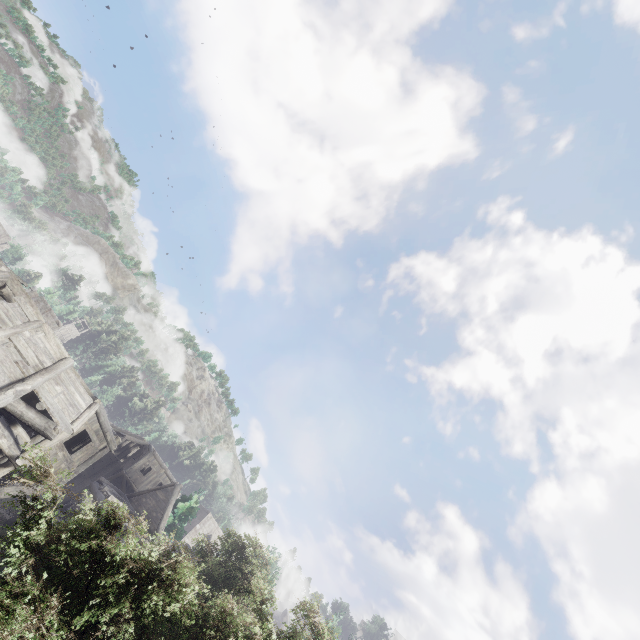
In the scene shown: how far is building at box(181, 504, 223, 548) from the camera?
47.4 meters

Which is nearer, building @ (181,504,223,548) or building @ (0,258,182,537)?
building @ (0,258,182,537)

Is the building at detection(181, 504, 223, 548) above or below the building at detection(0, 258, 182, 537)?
above

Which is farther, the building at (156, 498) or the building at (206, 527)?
the building at (206, 527)

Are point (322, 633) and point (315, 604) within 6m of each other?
yes

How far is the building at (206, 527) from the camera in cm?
4741
